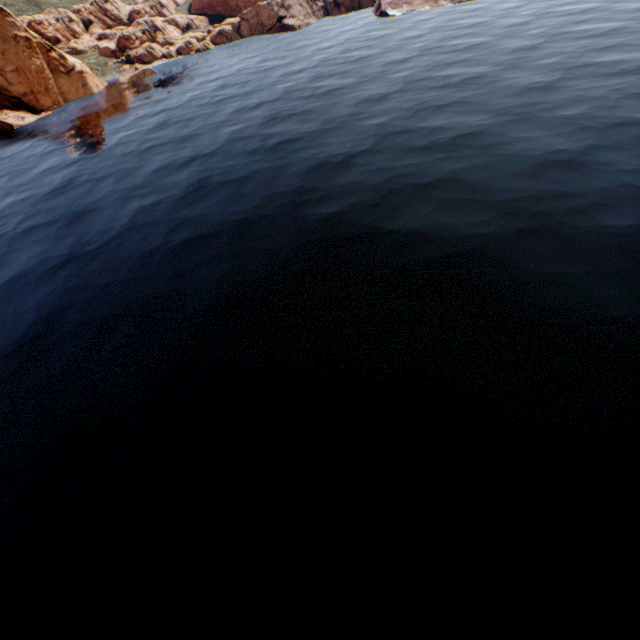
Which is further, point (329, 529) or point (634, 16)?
point (634, 16)
